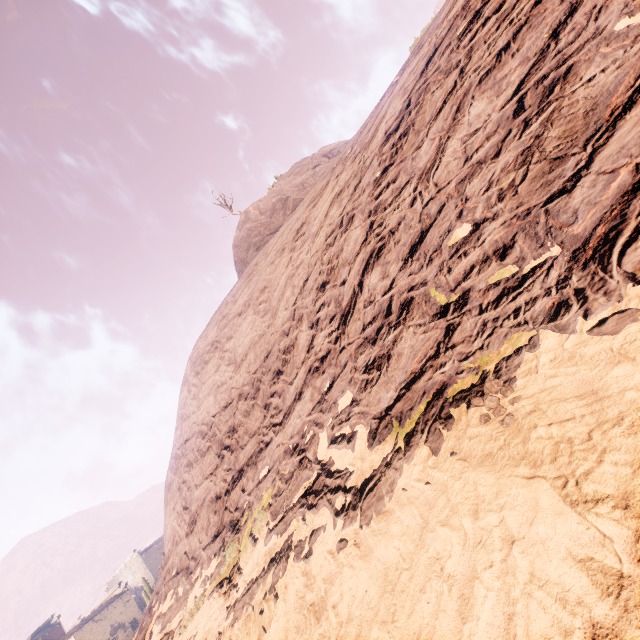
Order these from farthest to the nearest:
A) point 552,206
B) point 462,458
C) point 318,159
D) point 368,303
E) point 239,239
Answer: Answer:
point 318,159
point 239,239
point 368,303
point 552,206
point 462,458

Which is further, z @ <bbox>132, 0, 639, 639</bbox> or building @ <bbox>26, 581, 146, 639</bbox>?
building @ <bbox>26, 581, 146, 639</bbox>

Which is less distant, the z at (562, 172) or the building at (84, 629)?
the z at (562, 172)
